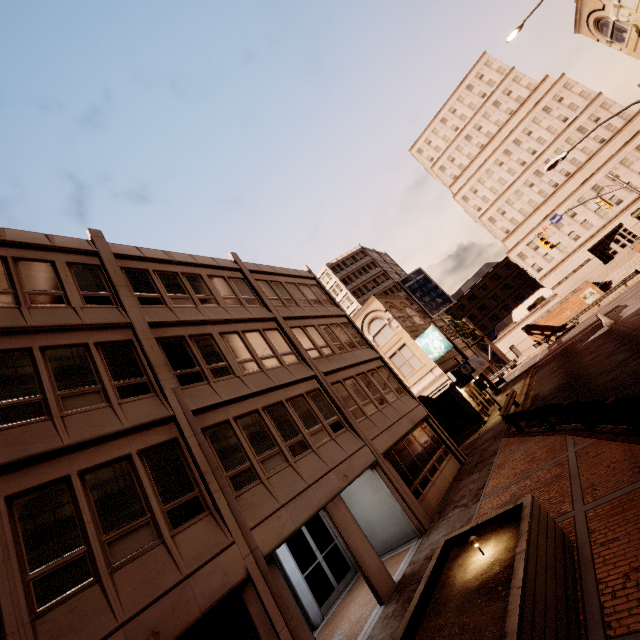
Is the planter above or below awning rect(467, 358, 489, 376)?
below

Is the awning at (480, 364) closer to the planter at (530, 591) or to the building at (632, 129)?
the planter at (530, 591)

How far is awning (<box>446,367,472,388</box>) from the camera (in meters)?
24.53

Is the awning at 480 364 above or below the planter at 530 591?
above

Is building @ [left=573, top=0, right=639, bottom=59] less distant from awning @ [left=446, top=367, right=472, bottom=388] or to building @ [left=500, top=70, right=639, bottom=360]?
awning @ [left=446, top=367, right=472, bottom=388]

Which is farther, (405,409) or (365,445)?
(405,409)

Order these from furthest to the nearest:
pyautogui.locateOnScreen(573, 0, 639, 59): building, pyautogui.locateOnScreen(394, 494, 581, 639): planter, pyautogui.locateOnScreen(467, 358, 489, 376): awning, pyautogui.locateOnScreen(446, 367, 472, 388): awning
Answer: pyautogui.locateOnScreen(467, 358, 489, 376): awning
pyautogui.locateOnScreen(446, 367, 472, 388): awning
pyautogui.locateOnScreen(573, 0, 639, 59): building
pyautogui.locateOnScreen(394, 494, 581, 639): planter

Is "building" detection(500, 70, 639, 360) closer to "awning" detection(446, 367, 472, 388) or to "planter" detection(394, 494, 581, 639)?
"awning" detection(446, 367, 472, 388)
